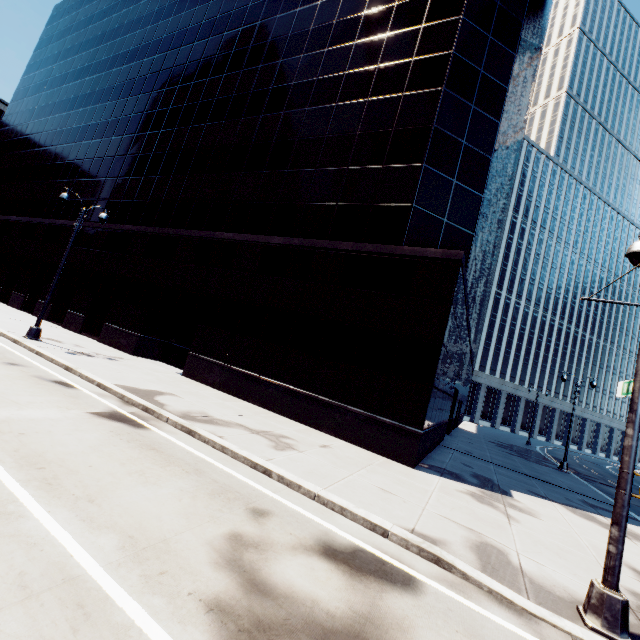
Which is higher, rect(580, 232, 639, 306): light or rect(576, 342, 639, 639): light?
rect(580, 232, 639, 306): light

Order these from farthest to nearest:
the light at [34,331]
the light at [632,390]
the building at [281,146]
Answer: the light at [34,331] < the building at [281,146] < the light at [632,390]

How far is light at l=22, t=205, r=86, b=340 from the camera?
15.43m

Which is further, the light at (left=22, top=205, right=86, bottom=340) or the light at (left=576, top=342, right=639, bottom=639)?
the light at (left=22, top=205, right=86, bottom=340)

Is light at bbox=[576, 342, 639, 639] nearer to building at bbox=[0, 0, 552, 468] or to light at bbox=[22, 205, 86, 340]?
building at bbox=[0, 0, 552, 468]

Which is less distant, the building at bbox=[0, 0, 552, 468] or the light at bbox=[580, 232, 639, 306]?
the light at bbox=[580, 232, 639, 306]

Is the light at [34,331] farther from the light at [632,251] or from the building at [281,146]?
the light at [632,251]

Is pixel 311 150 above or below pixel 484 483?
above
